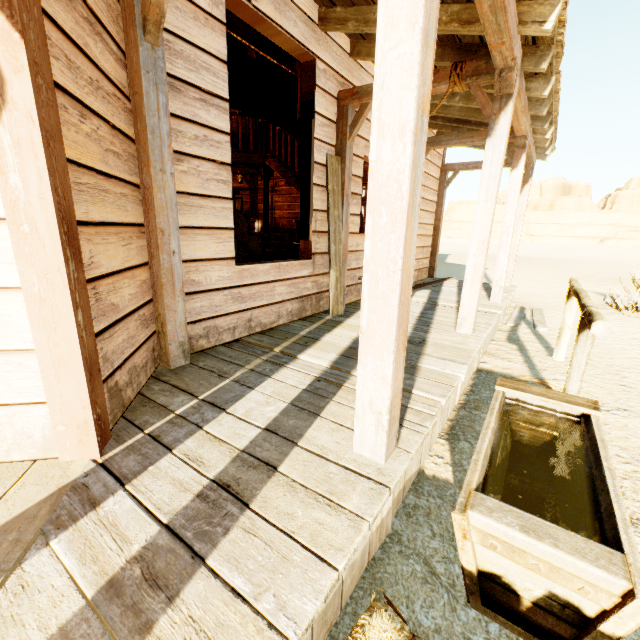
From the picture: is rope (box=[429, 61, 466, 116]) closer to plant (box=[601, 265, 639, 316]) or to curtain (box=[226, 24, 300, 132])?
curtain (box=[226, 24, 300, 132])

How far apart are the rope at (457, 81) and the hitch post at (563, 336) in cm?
240

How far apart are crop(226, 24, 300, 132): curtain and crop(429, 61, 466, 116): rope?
0.98m

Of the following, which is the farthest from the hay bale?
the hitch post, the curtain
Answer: the curtain

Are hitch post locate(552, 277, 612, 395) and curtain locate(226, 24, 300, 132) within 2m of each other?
no

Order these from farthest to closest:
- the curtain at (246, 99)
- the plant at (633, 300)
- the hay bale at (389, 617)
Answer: the plant at (633, 300) < the curtain at (246, 99) < the hay bale at (389, 617)

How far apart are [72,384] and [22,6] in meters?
1.4

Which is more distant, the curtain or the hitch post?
the curtain
